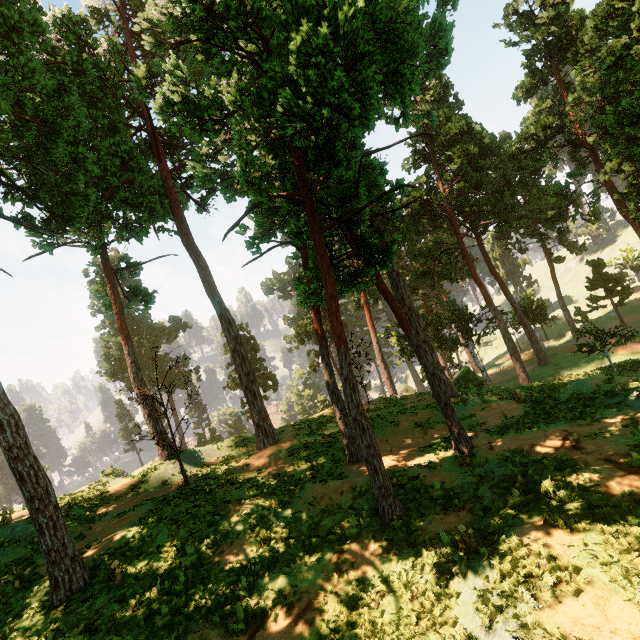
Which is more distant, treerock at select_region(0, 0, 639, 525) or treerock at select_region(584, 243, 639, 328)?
treerock at select_region(584, 243, 639, 328)

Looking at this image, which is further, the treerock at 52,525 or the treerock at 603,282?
the treerock at 603,282

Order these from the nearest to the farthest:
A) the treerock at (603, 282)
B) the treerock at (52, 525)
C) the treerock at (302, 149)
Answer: the treerock at (302, 149) → the treerock at (52, 525) → the treerock at (603, 282)

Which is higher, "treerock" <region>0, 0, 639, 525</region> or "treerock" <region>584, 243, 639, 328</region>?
"treerock" <region>0, 0, 639, 525</region>

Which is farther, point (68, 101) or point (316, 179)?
point (68, 101)

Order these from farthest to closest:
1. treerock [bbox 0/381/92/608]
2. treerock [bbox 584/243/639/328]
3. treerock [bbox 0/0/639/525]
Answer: treerock [bbox 584/243/639/328], treerock [bbox 0/381/92/608], treerock [bbox 0/0/639/525]
